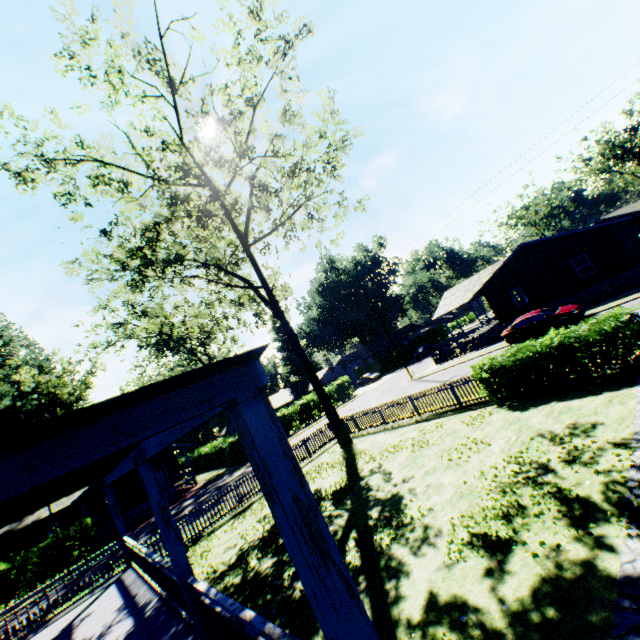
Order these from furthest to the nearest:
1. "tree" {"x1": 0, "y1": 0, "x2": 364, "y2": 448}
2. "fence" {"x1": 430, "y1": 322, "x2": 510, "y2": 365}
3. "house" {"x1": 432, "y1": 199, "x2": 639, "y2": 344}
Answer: "fence" {"x1": 430, "y1": 322, "x2": 510, "y2": 365} < "house" {"x1": 432, "y1": 199, "x2": 639, "y2": 344} < "tree" {"x1": 0, "y1": 0, "x2": 364, "y2": 448}

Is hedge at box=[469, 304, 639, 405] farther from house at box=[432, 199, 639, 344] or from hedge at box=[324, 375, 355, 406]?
hedge at box=[324, 375, 355, 406]

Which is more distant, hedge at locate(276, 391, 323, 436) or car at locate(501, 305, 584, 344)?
hedge at locate(276, 391, 323, 436)

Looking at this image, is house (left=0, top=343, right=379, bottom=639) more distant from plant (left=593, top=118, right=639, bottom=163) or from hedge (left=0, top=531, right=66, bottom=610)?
plant (left=593, top=118, right=639, bottom=163)

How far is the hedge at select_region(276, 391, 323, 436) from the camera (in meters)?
38.06

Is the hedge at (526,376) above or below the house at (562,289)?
below

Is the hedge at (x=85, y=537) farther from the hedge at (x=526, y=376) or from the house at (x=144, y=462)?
the hedge at (x=526, y=376)

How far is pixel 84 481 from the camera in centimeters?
848cm
